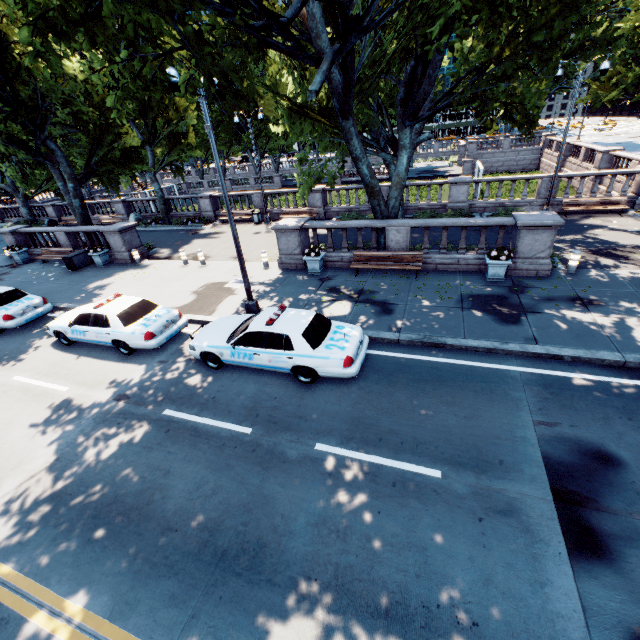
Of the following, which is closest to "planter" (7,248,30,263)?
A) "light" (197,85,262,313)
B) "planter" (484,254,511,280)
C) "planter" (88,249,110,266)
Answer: "planter" (88,249,110,266)

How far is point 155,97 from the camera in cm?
2408

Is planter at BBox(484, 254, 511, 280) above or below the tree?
below

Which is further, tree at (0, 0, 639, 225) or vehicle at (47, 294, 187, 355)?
vehicle at (47, 294, 187, 355)

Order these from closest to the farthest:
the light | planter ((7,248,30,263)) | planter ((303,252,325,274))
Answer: the light < planter ((303,252,325,274)) < planter ((7,248,30,263))

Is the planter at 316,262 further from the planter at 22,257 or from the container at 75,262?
the planter at 22,257

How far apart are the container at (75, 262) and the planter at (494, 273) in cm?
2186

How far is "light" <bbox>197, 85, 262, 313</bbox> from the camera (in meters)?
8.62
